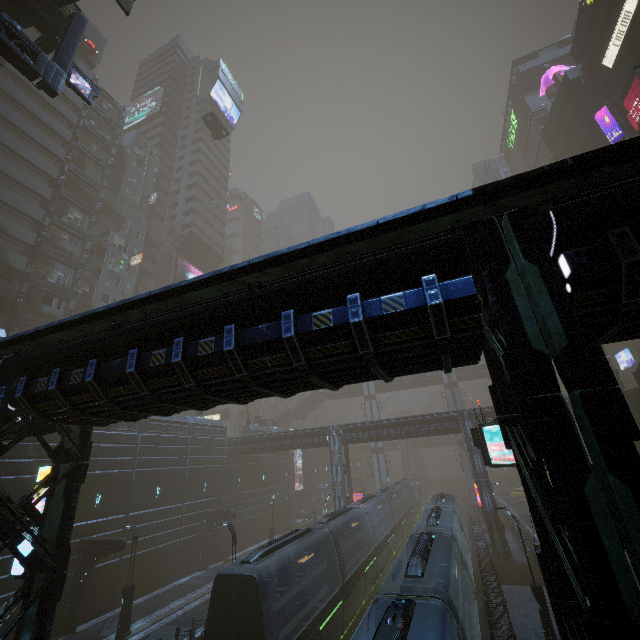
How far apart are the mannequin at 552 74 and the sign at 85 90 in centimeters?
6302cm

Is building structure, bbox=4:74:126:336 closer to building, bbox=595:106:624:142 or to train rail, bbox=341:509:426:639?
building, bbox=595:106:624:142

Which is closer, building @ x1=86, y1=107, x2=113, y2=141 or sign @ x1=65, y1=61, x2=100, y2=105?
sign @ x1=65, y1=61, x2=100, y2=105

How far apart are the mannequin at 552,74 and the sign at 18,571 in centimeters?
7255cm

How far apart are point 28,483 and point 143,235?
41.94m

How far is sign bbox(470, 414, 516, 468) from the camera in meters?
11.3

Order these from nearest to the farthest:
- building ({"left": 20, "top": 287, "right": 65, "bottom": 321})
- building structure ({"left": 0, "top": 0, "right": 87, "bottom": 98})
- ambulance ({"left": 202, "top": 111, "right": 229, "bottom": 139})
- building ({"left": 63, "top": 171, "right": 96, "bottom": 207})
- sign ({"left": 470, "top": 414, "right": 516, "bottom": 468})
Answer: sign ({"left": 470, "top": 414, "right": 516, "bottom": 468}), building structure ({"left": 0, "top": 0, "right": 87, "bottom": 98}), building ({"left": 20, "top": 287, "right": 65, "bottom": 321}), ambulance ({"left": 202, "top": 111, "right": 229, "bottom": 139}), building ({"left": 63, "top": 171, "right": 96, "bottom": 207})

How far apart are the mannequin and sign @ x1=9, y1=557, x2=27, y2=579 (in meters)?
72.55
